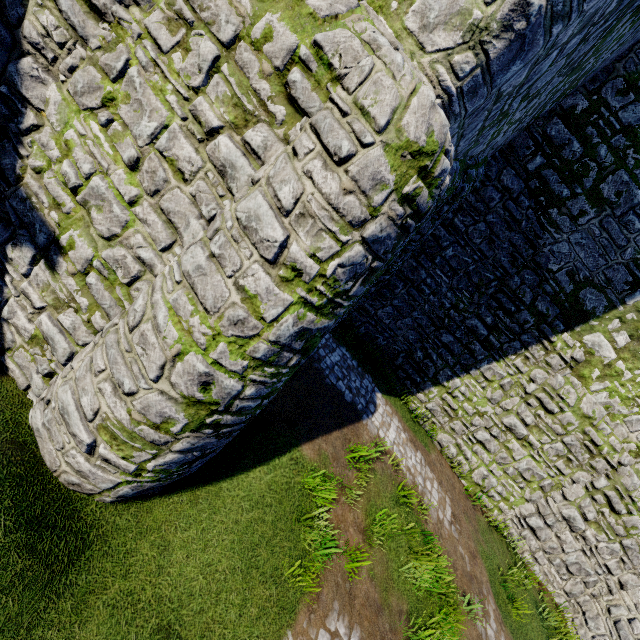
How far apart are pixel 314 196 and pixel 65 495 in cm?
454
